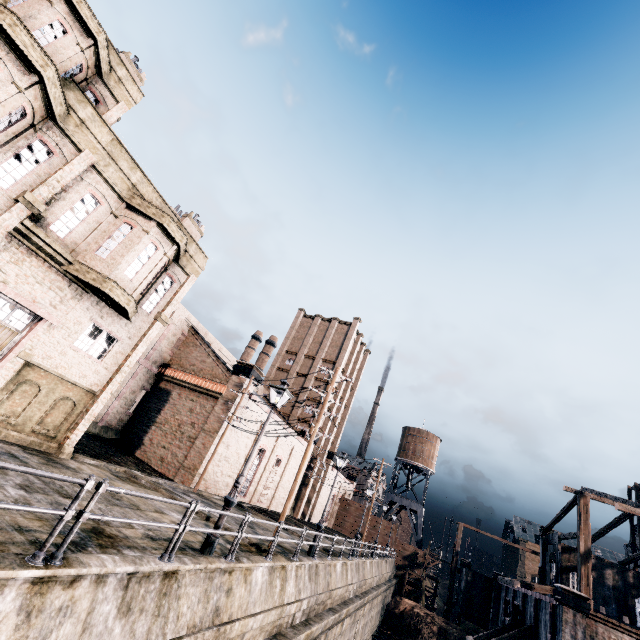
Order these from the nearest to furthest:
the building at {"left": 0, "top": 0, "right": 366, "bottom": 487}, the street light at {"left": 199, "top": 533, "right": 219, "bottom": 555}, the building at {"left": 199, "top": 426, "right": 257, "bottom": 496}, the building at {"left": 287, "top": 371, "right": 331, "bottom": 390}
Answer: the street light at {"left": 199, "top": 533, "right": 219, "bottom": 555}, the building at {"left": 0, "top": 0, "right": 366, "bottom": 487}, the building at {"left": 199, "top": 426, "right": 257, "bottom": 496}, the building at {"left": 287, "top": 371, "right": 331, "bottom": 390}

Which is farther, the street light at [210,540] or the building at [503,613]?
the building at [503,613]

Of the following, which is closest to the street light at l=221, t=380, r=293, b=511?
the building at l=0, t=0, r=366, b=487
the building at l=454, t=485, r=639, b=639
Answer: the building at l=0, t=0, r=366, b=487

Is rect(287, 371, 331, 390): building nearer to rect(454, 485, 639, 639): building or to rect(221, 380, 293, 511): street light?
rect(221, 380, 293, 511): street light

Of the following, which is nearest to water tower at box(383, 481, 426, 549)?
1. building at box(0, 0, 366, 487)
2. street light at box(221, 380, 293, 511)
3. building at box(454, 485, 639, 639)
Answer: building at box(0, 0, 366, 487)

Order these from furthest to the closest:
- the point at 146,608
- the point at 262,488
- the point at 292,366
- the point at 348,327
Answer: the point at 348,327 < the point at 292,366 < the point at 262,488 < the point at 146,608

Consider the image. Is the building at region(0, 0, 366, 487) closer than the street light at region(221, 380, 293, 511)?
No

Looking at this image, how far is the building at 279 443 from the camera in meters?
31.2
